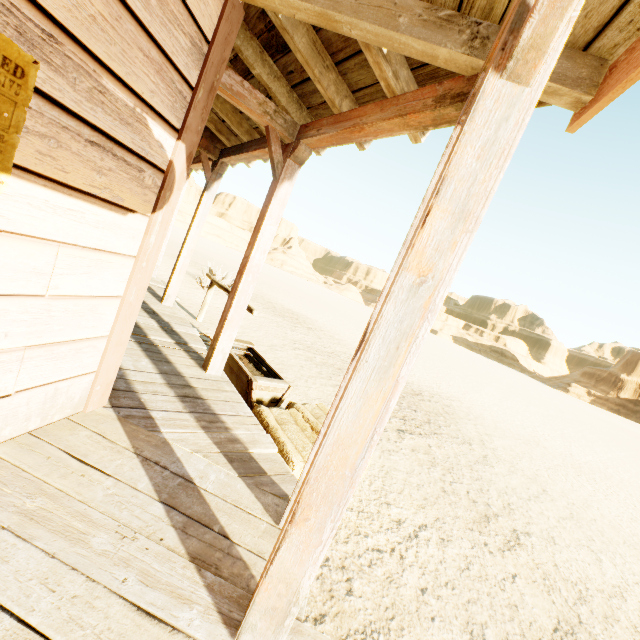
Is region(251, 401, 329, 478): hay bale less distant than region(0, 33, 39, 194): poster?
No

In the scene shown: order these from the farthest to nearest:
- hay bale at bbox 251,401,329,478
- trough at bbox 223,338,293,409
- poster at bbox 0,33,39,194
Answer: trough at bbox 223,338,293,409, hay bale at bbox 251,401,329,478, poster at bbox 0,33,39,194

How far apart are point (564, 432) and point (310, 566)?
17.1 meters

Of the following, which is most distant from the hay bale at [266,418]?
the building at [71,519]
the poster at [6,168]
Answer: the poster at [6,168]

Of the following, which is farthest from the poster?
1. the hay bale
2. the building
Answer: the hay bale

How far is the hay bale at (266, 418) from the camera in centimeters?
271cm

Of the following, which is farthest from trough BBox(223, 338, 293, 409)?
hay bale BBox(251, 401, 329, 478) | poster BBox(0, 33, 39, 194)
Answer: poster BBox(0, 33, 39, 194)

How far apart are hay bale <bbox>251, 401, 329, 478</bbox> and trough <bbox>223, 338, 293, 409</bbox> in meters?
0.2
